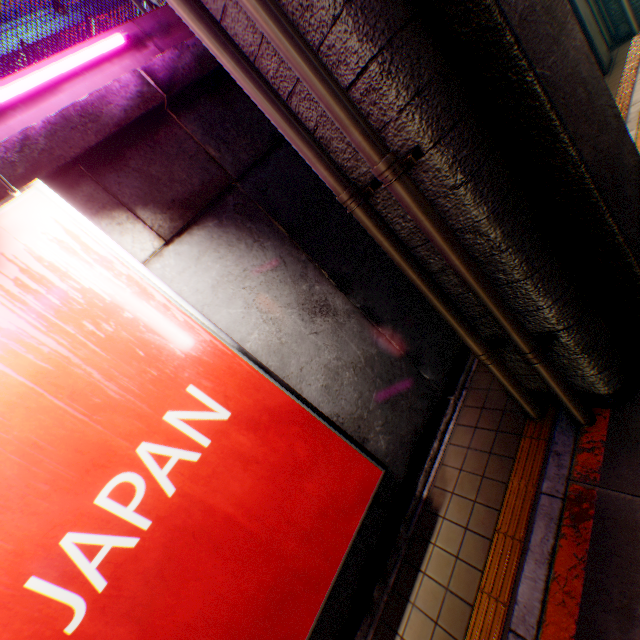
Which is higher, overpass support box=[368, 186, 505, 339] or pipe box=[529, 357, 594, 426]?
overpass support box=[368, 186, 505, 339]

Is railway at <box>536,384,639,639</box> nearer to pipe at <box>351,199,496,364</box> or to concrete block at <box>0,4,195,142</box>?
pipe at <box>351,199,496,364</box>

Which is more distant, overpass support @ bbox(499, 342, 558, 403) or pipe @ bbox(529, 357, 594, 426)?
overpass support @ bbox(499, 342, 558, 403)

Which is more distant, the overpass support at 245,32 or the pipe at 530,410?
the pipe at 530,410

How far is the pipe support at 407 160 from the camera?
2.68m

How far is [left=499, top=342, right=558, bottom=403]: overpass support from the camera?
4.1m

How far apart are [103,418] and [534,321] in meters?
4.3 m

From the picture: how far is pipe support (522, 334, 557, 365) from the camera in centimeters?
345cm
